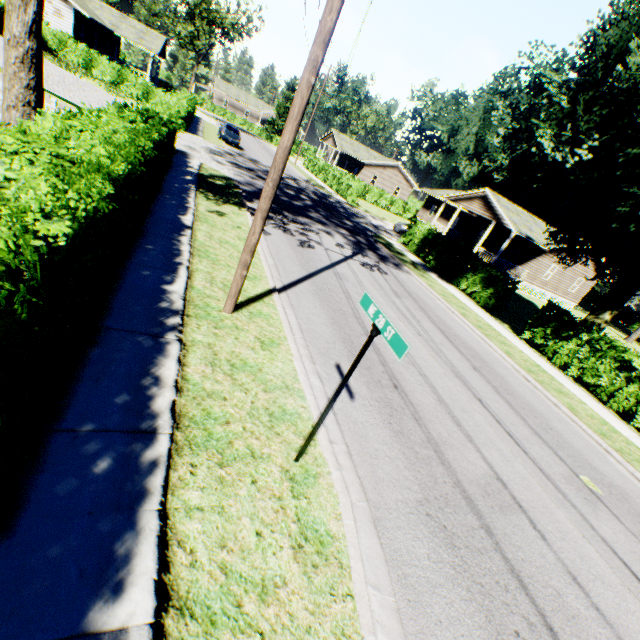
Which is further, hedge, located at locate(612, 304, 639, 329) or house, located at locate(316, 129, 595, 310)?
hedge, located at locate(612, 304, 639, 329)

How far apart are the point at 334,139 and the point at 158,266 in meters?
54.0

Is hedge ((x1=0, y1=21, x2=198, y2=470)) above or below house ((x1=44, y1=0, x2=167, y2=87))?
below

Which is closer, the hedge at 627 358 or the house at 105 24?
the hedge at 627 358

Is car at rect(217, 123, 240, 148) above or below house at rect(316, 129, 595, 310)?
below

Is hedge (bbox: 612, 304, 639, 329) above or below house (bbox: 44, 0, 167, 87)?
below

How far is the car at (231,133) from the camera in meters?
30.1

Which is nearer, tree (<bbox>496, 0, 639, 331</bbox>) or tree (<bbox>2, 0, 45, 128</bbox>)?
tree (<bbox>2, 0, 45, 128</bbox>)
